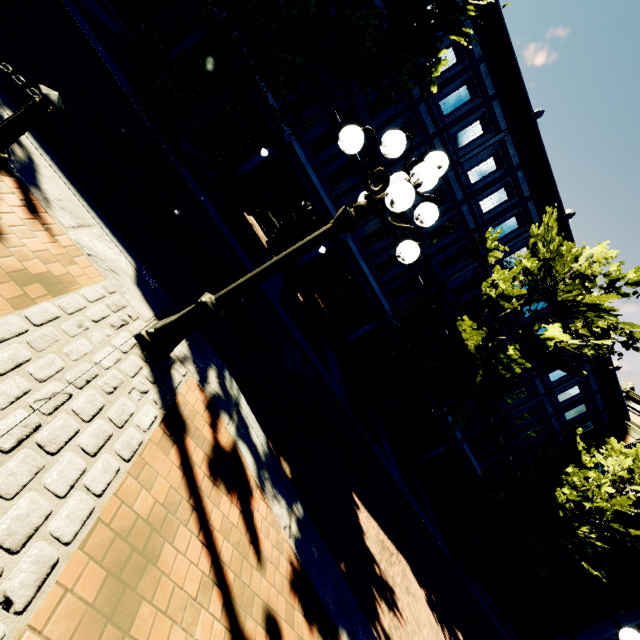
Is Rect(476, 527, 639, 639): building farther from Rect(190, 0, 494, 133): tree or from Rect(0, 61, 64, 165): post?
Rect(0, 61, 64, 165): post

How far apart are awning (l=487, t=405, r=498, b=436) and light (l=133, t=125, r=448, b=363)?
19.2m

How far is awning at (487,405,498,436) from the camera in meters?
19.2

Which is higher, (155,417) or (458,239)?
(458,239)

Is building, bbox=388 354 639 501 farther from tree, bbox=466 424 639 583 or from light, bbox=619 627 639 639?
light, bbox=619 627 639 639

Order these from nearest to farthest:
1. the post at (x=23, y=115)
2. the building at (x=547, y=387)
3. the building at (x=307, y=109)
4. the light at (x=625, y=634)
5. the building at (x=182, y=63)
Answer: the post at (x=23, y=115), the light at (x=625, y=634), the building at (x=182, y=63), the building at (x=307, y=109), the building at (x=547, y=387)

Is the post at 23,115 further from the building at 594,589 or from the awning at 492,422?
the awning at 492,422

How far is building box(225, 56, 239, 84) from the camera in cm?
1340
